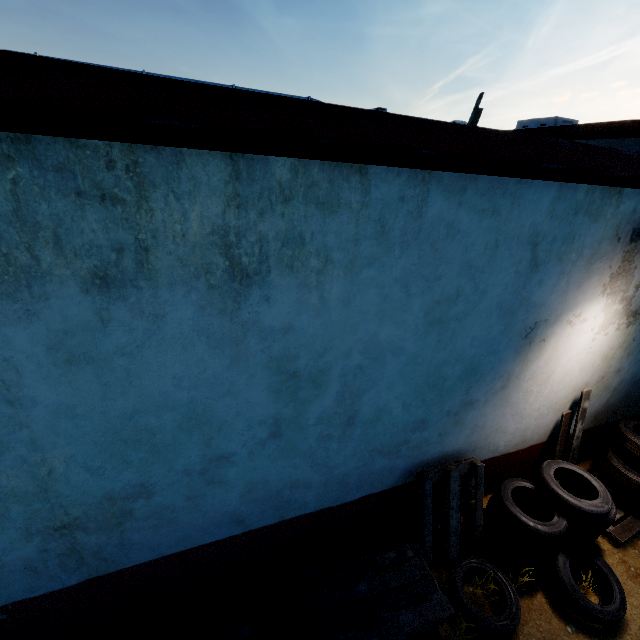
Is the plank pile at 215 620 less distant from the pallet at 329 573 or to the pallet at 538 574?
the pallet at 329 573

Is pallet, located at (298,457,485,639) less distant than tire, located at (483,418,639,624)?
Yes

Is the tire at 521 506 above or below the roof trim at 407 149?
below

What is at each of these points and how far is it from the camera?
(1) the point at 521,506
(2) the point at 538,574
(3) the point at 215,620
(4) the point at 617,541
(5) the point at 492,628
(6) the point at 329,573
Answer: (1) tire, 4.0 meters
(2) pallet, 3.5 meters
(3) plank pile, 3.0 meters
(4) pallet, 3.9 meters
(5) tire, 3.0 meters
(6) pallet, 3.1 meters

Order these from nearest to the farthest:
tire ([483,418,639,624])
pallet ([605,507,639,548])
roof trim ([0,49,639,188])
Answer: roof trim ([0,49,639,188]), tire ([483,418,639,624]), pallet ([605,507,639,548])

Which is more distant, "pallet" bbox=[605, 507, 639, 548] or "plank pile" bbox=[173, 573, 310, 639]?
"pallet" bbox=[605, 507, 639, 548]

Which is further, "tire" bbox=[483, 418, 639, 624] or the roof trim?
"tire" bbox=[483, 418, 639, 624]

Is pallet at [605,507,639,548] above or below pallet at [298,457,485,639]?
below
